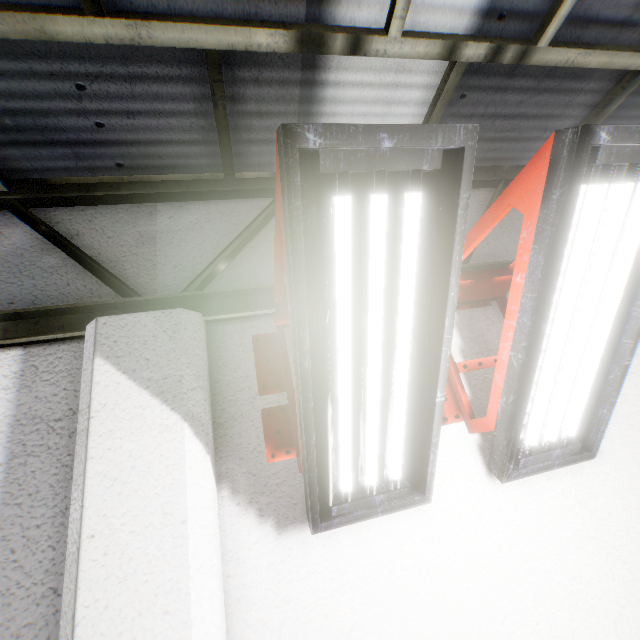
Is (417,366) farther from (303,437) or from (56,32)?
(56,32)
